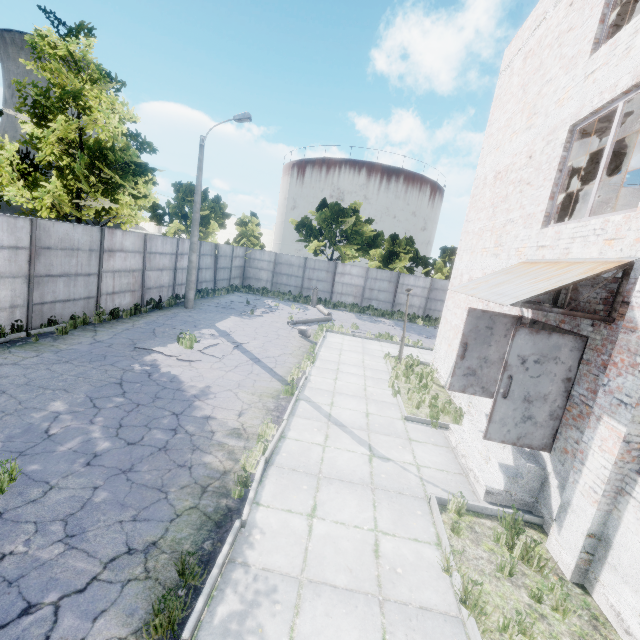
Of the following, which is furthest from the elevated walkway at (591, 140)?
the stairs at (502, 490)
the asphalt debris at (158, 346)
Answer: the asphalt debris at (158, 346)

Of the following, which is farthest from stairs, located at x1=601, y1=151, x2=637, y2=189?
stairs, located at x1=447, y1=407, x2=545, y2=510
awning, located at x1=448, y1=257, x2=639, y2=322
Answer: stairs, located at x1=447, y1=407, x2=545, y2=510

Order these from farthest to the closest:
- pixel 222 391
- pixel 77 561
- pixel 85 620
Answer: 1. pixel 222 391
2. pixel 77 561
3. pixel 85 620

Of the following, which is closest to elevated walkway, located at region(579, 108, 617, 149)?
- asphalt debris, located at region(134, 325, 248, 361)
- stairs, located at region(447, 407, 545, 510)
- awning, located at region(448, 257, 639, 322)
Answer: awning, located at region(448, 257, 639, 322)

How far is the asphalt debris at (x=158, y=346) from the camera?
10.74m

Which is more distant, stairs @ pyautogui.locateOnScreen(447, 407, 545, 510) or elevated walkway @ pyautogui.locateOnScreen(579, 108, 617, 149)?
elevated walkway @ pyautogui.locateOnScreen(579, 108, 617, 149)

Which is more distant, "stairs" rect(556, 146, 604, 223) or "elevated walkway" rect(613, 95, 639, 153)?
"stairs" rect(556, 146, 604, 223)

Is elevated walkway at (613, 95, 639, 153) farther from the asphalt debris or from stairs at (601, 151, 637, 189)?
the asphalt debris
